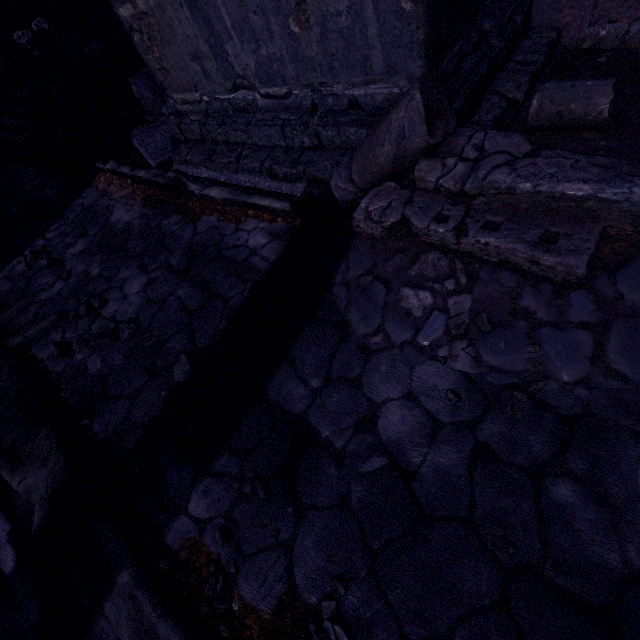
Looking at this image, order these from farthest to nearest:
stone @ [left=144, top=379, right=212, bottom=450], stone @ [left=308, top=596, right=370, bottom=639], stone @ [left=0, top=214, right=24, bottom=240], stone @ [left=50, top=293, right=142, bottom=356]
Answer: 1. stone @ [left=0, top=214, right=24, bottom=240]
2. stone @ [left=50, top=293, right=142, bottom=356]
3. stone @ [left=144, top=379, right=212, bottom=450]
4. stone @ [left=308, top=596, right=370, bottom=639]

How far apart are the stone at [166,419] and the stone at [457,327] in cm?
153

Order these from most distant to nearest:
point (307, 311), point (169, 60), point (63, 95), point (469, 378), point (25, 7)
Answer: point (25, 7)
point (63, 95)
point (169, 60)
point (307, 311)
point (469, 378)

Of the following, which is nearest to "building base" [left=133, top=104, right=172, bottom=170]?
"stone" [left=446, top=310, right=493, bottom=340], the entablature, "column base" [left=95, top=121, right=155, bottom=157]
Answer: "column base" [left=95, top=121, right=155, bottom=157]

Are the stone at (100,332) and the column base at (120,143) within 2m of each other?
no

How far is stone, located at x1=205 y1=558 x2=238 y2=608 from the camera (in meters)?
1.47

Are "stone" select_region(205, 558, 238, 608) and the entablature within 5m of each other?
no

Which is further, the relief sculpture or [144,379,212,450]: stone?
[144,379,212,450]: stone
